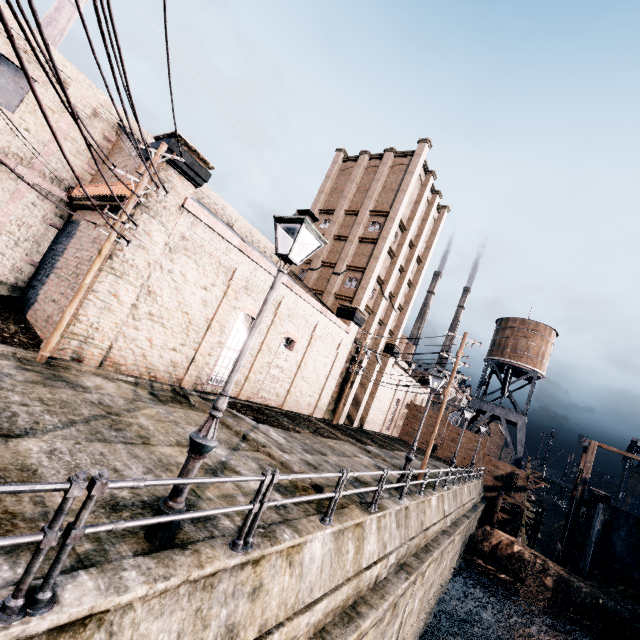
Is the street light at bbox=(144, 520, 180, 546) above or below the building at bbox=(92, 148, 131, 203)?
below

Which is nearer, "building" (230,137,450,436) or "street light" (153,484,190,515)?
"street light" (153,484,190,515)

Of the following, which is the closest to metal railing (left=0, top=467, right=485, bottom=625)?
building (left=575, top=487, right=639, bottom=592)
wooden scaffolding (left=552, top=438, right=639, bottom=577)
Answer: building (left=575, top=487, right=639, bottom=592)

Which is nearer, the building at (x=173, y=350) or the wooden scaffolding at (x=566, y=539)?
the building at (x=173, y=350)

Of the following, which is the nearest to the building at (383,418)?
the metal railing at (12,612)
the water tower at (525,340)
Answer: the water tower at (525,340)

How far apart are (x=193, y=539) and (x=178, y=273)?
12.57m

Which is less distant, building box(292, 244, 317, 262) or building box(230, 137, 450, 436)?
building box(230, 137, 450, 436)
